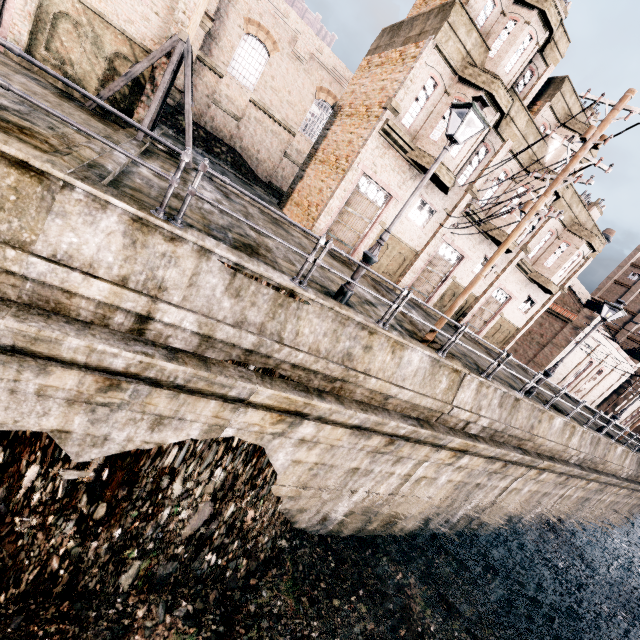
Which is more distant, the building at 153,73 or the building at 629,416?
the building at 629,416

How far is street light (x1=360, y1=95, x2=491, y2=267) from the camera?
7.3m

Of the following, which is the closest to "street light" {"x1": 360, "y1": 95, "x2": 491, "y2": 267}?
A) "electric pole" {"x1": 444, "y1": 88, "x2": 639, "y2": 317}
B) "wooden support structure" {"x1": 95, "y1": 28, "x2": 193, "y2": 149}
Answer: "electric pole" {"x1": 444, "y1": 88, "x2": 639, "y2": 317}

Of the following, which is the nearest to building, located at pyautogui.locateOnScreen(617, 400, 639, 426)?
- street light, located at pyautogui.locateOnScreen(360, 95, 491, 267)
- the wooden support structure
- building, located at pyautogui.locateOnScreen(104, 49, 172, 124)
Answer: the wooden support structure

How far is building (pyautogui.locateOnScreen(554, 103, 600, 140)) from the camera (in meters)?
19.39

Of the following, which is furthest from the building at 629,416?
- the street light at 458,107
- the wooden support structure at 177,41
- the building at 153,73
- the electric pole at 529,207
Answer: the street light at 458,107

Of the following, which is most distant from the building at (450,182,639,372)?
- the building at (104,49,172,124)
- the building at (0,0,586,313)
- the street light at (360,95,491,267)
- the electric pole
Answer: the street light at (360,95,491,267)

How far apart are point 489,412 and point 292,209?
16.4m
